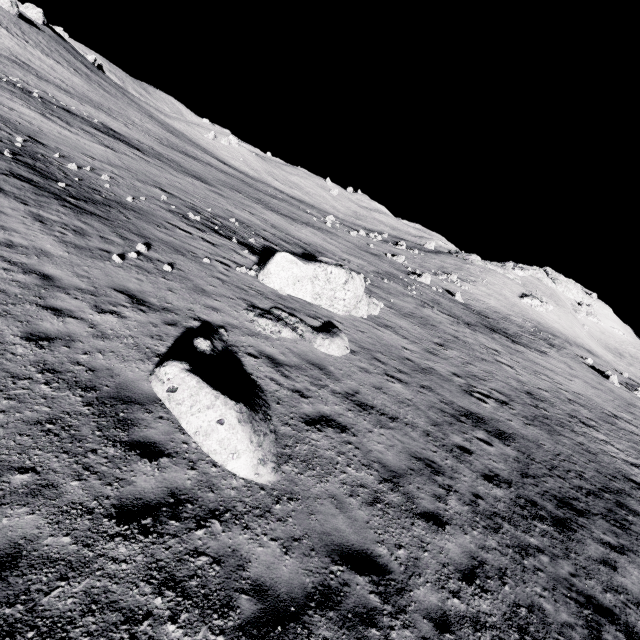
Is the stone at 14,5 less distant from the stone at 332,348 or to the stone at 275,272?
the stone at 275,272

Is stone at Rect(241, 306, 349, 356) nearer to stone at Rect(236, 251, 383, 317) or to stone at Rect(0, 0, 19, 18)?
stone at Rect(236, 251, 383, 317)

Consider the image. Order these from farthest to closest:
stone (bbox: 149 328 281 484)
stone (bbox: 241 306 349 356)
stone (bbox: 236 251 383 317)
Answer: stone (bbox: 236 251 383 317)
stone (bbox: 241 306 349 356)
stone (bbox: 149 328 281 484)

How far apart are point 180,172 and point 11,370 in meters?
31.3 m

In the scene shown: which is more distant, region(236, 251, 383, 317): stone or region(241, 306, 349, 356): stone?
region(236, 251, 383, 317): stone

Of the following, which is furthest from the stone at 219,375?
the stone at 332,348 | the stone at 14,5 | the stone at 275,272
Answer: the stone at 14,5

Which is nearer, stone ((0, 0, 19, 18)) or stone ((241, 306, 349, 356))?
stone ((241, 306, 349, 356))

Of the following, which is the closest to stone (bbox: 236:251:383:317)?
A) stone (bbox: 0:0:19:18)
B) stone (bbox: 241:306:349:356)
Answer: stone (bbox: 241:306:349:356)
